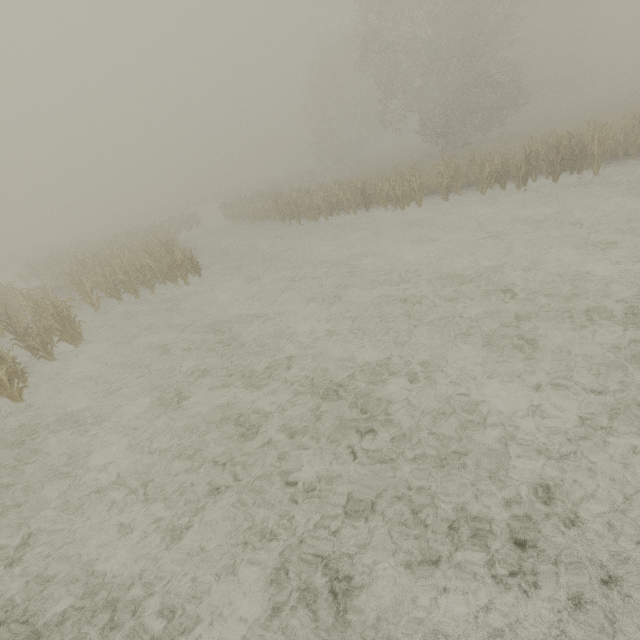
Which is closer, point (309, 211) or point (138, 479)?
point (138, 479)
